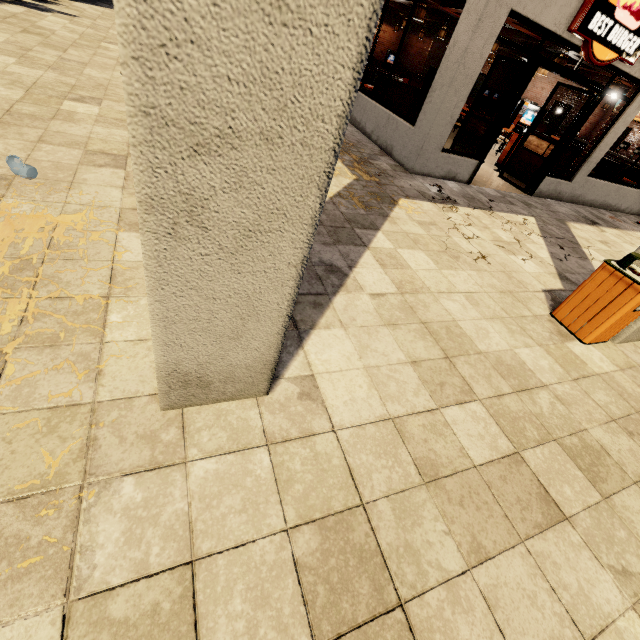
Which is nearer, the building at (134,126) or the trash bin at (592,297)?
the building at (134,126)

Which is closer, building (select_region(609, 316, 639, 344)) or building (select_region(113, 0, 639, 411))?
building (select_region(113, 0, 639, 411))

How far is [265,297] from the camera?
1.39m

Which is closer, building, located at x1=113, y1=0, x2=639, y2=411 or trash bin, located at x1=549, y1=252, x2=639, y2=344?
building, located at x1=113, y1=0, x2=639, y2=411

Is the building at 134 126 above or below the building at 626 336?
above

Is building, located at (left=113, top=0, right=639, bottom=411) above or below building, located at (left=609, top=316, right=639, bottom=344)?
above
